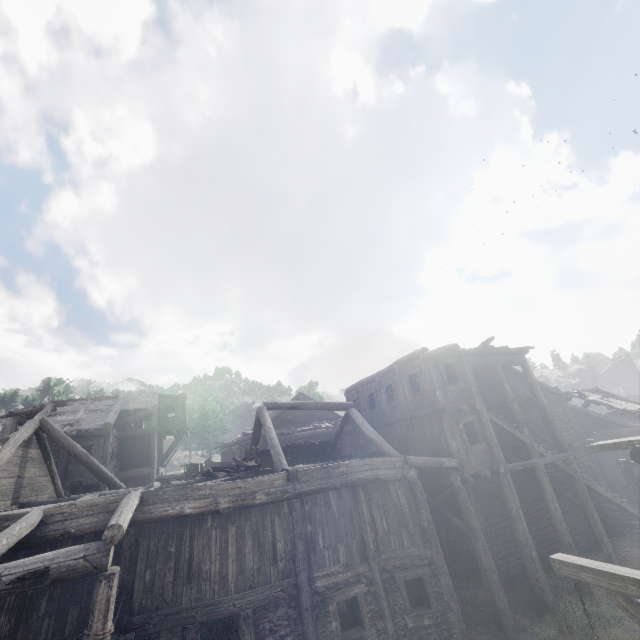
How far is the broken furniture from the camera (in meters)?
13.20

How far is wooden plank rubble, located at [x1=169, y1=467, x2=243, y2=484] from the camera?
11.9 meters

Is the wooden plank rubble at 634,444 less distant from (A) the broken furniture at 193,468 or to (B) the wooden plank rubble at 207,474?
(B) the wooden plank rubble at 207,474

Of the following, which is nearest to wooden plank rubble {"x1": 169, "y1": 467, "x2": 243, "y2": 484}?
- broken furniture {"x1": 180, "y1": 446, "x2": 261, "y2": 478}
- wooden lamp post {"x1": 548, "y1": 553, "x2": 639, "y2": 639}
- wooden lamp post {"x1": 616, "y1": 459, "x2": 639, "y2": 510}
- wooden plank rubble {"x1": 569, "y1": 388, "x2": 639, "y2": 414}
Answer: broken furniture {"x1": 180, "y1": 446, "x2": 261, "y2": 478}

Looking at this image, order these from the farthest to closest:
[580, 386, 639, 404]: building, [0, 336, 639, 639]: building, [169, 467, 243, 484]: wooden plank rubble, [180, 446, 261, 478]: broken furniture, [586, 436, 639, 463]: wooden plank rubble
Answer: [580, 386, 639, 404]: building < [180, 446, 261, 478]: broken furniture < [169, 467, 243, 484]: wooden plank rubble < [0, 336, 639, 639]: building < [586, 436, 639, 463]: wooden plank rubble

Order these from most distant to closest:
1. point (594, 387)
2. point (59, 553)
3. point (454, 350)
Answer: point (594, 387) → point (454, 350) → point (59, 553)

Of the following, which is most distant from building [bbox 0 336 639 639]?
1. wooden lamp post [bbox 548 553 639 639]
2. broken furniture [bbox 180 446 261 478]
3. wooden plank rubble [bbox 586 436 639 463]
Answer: wooden lamp post [bbox 548 553 639 639]

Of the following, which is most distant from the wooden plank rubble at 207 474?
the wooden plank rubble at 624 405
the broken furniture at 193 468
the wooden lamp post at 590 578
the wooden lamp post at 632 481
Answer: the wooden plank rubble at 624 405
